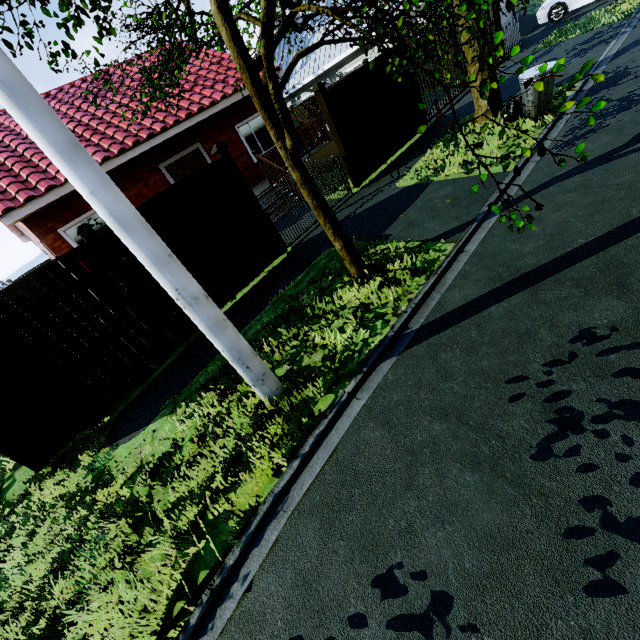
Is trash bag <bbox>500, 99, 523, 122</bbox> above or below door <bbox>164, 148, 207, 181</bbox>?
below

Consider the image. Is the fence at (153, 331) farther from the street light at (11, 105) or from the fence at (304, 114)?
the fence at (304, 114)

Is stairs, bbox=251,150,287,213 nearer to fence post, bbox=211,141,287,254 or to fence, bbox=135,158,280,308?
fence post, bbox=211,141,287,254

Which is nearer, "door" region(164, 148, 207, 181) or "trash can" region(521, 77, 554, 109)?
Answer: "trash can" region(521, 77, 554, 109)

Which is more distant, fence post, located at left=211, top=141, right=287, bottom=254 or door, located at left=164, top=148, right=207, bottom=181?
door, located at left=164, top=148, right=207, bottom=181

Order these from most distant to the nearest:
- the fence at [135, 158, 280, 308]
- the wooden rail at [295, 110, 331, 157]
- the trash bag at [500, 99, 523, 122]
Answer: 1. the wooden rail at [295, 110, 331, 157]
2. the trash bag at [500, 99, 523, 122]
3. the fence at [135, 158, 280, 308]

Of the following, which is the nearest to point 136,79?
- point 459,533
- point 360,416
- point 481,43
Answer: point 481,43

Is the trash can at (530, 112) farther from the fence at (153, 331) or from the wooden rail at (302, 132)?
the fence at (153, 331)
